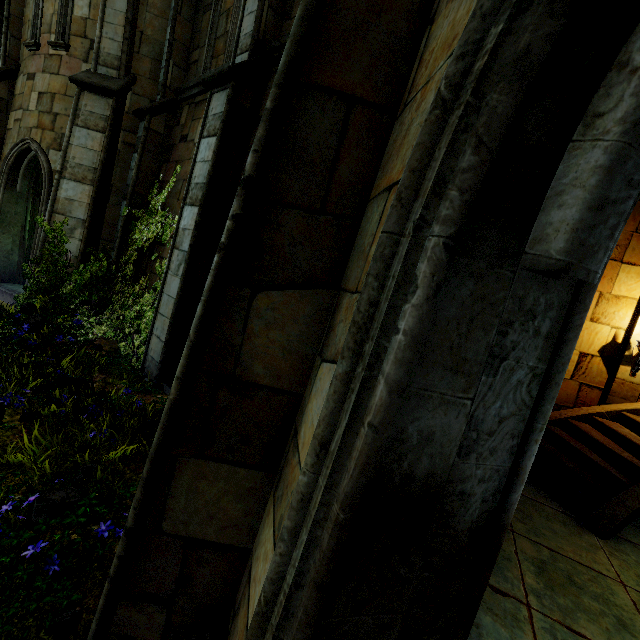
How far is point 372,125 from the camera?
1.7m
